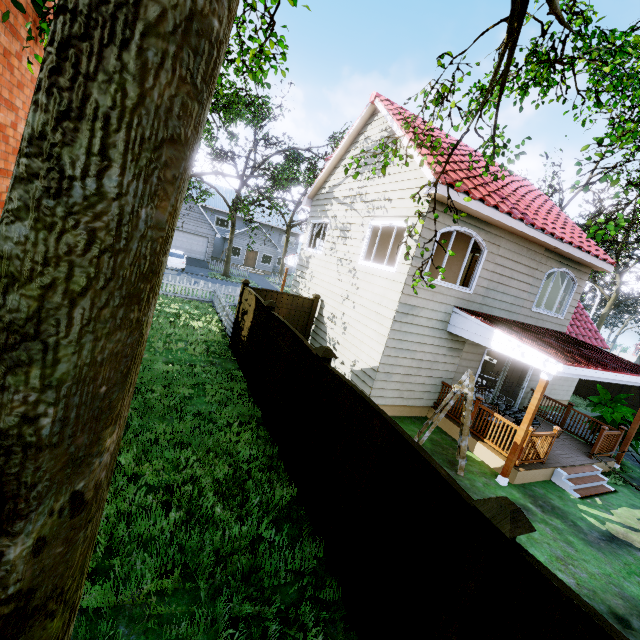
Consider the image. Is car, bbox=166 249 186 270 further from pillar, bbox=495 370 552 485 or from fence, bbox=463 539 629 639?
pillar, bbox=495 370 552 485

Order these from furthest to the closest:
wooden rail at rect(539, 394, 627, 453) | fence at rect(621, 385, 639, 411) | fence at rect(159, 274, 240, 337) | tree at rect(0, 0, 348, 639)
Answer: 1. fence at rect(621, 385, 639, 411)
2. fence at rect(159, 274, 240, 337)
3. wooden rail at rect(539, 394, 627, 453)
4. tree at rect(0, 0, 348, 639)

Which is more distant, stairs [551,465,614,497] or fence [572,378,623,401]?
fence [572,378,623,401]

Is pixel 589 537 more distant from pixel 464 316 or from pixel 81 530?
pixel 81 530

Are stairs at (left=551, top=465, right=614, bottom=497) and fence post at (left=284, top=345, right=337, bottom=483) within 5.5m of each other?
no

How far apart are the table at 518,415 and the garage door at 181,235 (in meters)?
30.32

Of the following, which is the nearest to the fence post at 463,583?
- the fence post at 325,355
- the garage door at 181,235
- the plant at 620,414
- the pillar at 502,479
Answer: the fence post at 325,355

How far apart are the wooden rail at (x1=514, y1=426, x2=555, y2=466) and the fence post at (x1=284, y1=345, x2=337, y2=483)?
5.49m
